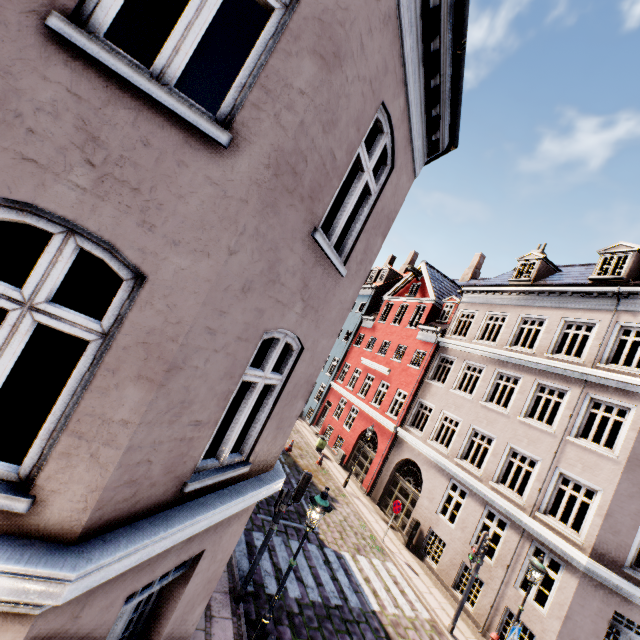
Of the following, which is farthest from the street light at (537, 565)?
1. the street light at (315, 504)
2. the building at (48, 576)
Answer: the street light at (315, 504)

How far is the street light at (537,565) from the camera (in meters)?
9.40

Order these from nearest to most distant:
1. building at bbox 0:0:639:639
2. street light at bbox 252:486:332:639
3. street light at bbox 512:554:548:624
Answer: building at bbox 0:0:639:639 → street light at bbox 252:486:332:639 → street light at bbox 512:554:548:624

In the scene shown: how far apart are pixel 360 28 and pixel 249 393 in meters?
3.9

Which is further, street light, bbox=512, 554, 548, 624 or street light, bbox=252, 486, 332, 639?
street light, bbox=512, 554, 548, 624

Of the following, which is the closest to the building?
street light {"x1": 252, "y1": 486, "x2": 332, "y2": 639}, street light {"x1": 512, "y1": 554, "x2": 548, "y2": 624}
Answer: street light {"x1": 512, "y1": 554, "x2": 548, "y2": 624}
